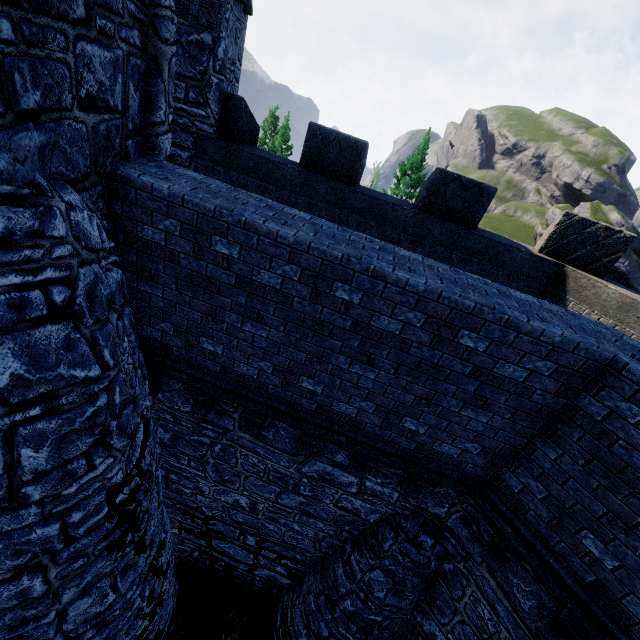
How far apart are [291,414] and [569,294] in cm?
651
